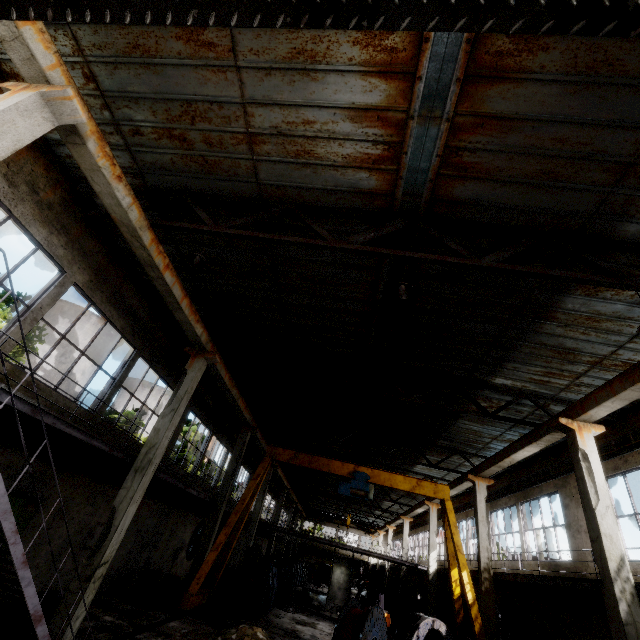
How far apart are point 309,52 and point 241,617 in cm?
2036

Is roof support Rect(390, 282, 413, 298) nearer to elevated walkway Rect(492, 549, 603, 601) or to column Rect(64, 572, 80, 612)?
elevated walkway Rect(492, 549, 603, 601)

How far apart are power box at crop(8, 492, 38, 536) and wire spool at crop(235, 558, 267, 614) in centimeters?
1047cm

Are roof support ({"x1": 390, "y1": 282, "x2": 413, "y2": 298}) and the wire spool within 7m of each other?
no

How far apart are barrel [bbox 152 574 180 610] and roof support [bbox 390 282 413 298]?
14.4 meters

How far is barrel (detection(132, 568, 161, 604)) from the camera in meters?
12.2 m

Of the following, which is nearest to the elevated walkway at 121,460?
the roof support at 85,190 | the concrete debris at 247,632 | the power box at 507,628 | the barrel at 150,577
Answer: the power box at 507,628

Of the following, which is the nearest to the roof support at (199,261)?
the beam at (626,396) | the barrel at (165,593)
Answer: the beam at (626,396)
